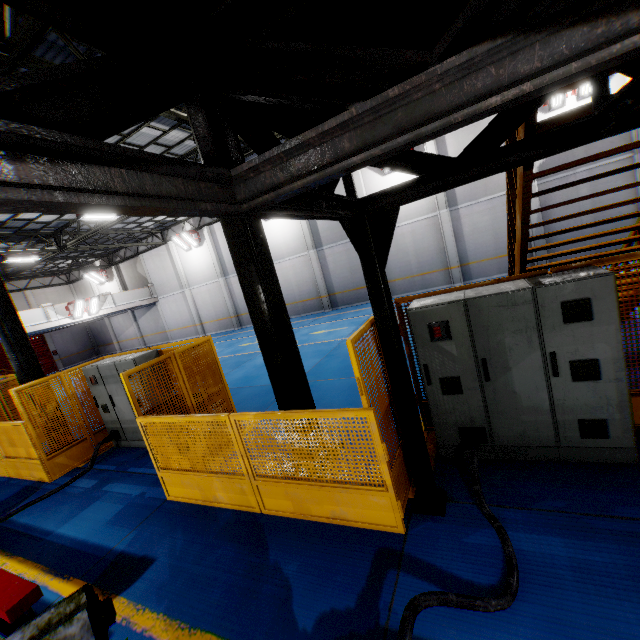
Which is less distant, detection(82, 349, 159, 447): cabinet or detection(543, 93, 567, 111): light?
detection(82, 349, 159, 447): cabinet

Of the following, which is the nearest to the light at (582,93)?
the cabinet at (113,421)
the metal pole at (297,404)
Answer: the metal pole at (297,404)

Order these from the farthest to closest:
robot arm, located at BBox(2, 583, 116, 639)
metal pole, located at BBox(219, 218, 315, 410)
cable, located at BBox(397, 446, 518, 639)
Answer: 1. metal pole, located at BBox(219, 218, 315, 410)
2. cable, located at BBox(397, 446, 518, 639)
3. robot arm, located at BBox(2, 583, 116, 639)

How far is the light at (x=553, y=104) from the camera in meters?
13.7 m

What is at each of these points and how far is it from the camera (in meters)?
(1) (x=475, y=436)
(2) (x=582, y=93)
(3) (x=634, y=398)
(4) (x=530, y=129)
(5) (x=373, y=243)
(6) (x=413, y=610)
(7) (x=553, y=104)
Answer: (1) plug, 4.11
(2) light, 13.52
(3) metal panel, 4.00
(4) metal stair, 3.07
(5) metal pole, 3.20
(6) cable, 2.31
(7) light, 13.98

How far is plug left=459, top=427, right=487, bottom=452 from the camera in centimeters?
399cm

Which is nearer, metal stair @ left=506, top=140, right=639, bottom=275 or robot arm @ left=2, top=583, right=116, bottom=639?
robot arm @ left=2, top=583, right=116, bottom=639

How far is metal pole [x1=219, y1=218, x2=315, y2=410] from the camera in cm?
454
